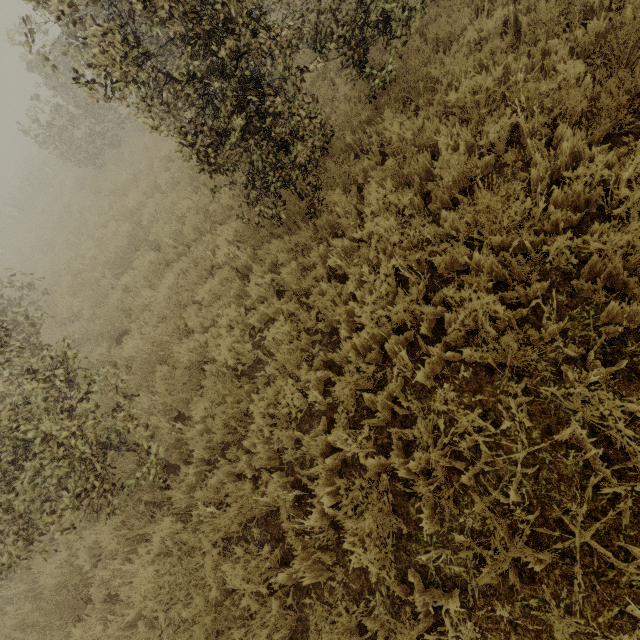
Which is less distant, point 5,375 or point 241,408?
point 241,408
